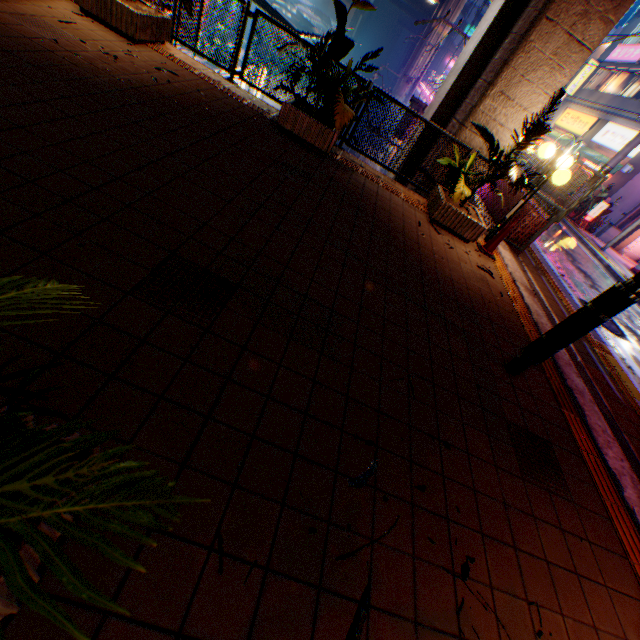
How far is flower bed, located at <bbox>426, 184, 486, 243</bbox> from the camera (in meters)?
6.07

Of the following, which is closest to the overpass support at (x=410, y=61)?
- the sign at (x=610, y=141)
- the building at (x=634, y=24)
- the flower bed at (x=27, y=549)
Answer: the flower bed at (x=27, y=549)

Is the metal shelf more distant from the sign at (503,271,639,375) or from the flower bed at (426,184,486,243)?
the flower bed at (426,184,486,243)

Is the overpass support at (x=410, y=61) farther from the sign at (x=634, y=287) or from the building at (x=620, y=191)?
the building at (x=620, y=191)

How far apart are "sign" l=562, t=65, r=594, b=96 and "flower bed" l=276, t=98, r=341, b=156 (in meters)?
33.50

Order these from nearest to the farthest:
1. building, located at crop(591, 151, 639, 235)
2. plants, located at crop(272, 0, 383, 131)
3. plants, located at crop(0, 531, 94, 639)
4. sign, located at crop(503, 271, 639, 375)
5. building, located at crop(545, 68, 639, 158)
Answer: plants, located at crop(0, 531, 94, 639)
sign, located at crop(503, 271, 639, 375)
plants, located at crop(272, 0, 383, 131)
building, located at crop(591, 151, 639, 235)
building, located at crop(545, 68, 639, 158)

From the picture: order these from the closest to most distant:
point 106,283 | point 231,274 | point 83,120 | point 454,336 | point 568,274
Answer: point 106,283
point 231,274
point 83,120
point 454,336
point 568,274

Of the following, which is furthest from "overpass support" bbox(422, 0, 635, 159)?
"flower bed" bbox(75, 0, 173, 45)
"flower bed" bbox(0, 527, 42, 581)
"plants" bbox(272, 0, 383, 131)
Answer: "flower bed" bbox(75, 0, 173, 45)
